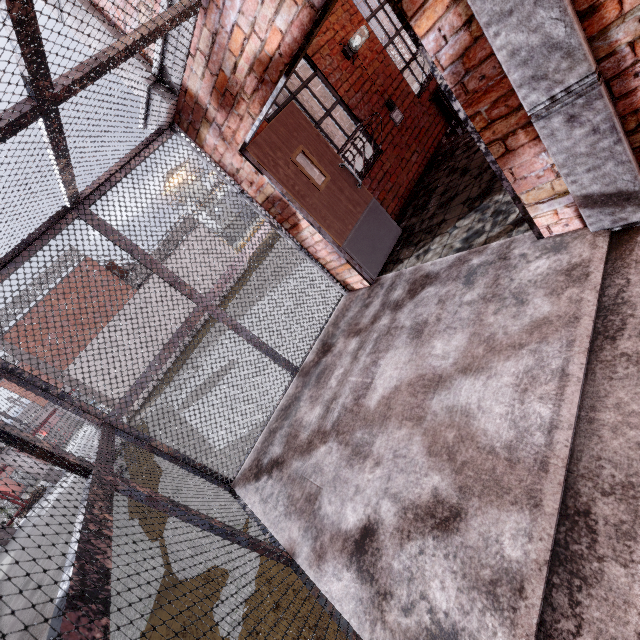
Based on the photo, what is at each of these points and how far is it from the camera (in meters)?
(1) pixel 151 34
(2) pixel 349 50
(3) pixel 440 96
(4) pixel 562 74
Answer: (1) cage, 2.14
(2) light fixture, 4.86
(3) radiator, 5.91
(4) trim, 1.67

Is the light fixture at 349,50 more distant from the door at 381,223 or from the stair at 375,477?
the stair at 375,477

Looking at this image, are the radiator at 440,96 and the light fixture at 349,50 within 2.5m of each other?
yes

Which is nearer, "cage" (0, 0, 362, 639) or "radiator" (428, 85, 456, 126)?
"cage" (0, 0, 362, 639)

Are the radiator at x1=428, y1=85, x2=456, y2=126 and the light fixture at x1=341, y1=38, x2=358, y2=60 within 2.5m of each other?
yes

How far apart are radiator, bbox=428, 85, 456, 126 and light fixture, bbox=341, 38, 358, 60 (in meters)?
1.74

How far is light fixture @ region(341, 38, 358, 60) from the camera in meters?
4.8 m

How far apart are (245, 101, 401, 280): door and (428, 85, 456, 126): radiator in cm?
309
